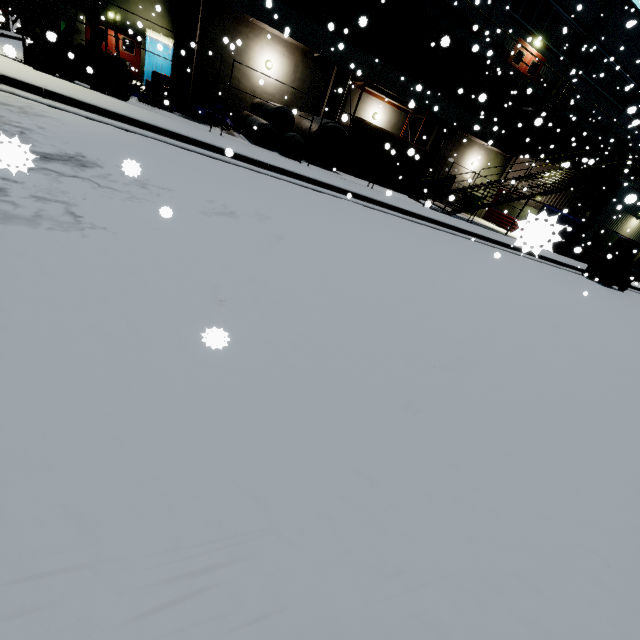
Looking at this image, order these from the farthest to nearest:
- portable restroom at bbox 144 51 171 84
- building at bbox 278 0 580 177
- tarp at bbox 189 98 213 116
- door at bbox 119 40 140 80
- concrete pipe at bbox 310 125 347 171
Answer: door at bbox 119 40 140 80 < portable restroom at bbox 144 51 171 84 < building at bbox 278 0 580 177 < concrete pipe at bbox 310 125 347 171 < tarp at bbox 189 98 213 116

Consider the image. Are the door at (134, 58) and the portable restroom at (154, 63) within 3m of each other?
yes

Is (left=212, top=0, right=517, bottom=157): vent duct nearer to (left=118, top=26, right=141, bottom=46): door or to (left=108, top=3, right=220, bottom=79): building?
(left=108, top=3, right=220, bottom=79): building

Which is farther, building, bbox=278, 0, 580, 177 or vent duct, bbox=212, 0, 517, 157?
building, bbox=278, 0, 580, 177

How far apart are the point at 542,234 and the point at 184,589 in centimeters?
164cm

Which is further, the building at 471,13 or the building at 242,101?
the building at 471,13

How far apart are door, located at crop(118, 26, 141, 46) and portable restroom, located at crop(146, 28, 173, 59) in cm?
77

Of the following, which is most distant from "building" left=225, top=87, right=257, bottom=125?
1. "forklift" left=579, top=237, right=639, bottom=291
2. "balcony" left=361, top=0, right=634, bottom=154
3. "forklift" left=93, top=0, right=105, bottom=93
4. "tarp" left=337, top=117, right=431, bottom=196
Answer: "forklift" left=93, top=0, right=105, bottom=93
